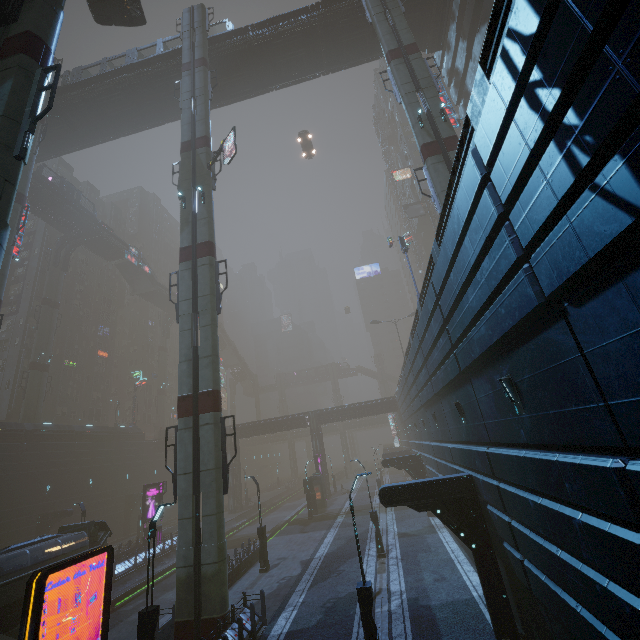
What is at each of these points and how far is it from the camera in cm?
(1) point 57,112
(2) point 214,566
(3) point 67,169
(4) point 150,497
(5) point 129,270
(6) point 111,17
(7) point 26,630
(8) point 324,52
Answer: (1) building structure, 3073
(2) sm, 1330
(3) building, 5872
(4) sign, 3203
(5) stairs, 5638
(6) grey, 2186
(7) sign, 780
(8) bridge, 3045

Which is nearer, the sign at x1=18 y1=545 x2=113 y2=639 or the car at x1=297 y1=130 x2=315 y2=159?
the sign at x1=18 y1=545 x2=113 y2=639

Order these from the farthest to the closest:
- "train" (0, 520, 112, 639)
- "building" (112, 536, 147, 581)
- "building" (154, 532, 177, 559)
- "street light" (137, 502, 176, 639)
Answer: "building" (154, 532, 177, 559)
"building" (112, 536, 147, 581)
"train" (0, 520, 112, 639)
"street light" (137, 502, 176, 639)

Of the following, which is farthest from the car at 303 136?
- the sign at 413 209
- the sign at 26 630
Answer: the sign at 26 630

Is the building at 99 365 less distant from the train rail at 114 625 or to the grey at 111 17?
the train rail at 114 625

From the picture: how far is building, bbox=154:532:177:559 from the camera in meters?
28.7

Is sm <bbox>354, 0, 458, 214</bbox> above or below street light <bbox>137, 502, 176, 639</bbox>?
above

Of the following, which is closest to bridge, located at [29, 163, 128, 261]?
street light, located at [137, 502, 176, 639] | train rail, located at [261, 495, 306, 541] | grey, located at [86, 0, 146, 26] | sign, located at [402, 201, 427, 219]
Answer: grey, located at [86, 0, 146, 26]
